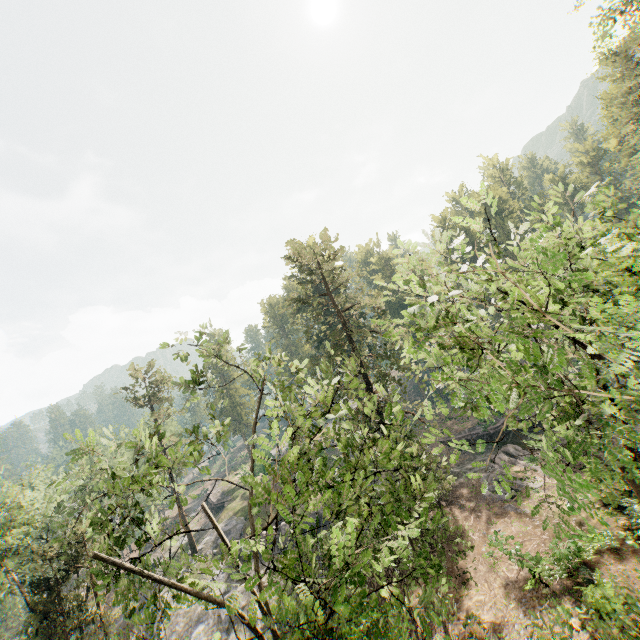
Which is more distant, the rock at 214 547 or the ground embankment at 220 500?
the ground embankment at 220 500

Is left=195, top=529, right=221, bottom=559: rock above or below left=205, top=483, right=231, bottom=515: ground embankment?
below

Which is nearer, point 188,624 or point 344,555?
point 344,555

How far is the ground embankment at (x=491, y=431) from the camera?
36.53m

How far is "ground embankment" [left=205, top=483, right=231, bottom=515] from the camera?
48.6 meters

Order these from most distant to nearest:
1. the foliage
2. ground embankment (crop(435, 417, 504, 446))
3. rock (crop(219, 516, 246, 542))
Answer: rock (crop(219, 516, 246, 542))
ground embankment (crop(435, 417, 504, 446))
the foliage

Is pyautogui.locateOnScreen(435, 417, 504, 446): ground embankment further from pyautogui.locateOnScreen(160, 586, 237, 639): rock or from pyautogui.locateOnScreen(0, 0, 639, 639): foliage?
pyautogui.locateOnScreen(160, 586, 237, 639): rock

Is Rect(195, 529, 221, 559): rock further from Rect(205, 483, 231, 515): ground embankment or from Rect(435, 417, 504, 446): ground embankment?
Rect(435, 417, 504, 446): ground embankment
